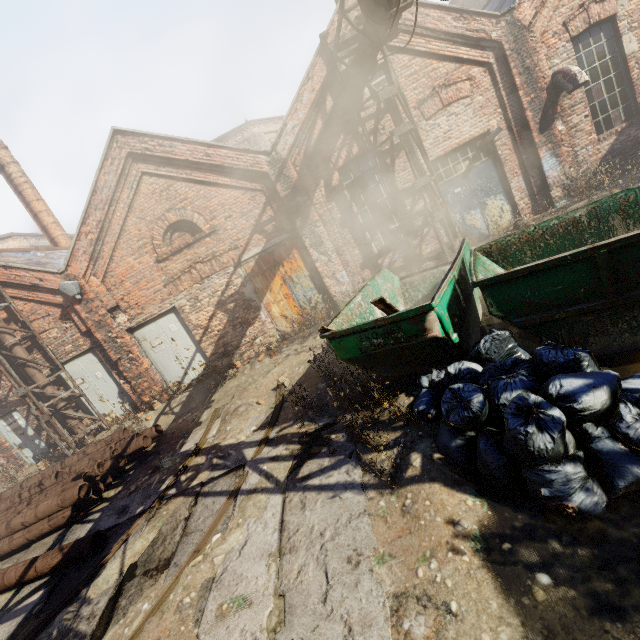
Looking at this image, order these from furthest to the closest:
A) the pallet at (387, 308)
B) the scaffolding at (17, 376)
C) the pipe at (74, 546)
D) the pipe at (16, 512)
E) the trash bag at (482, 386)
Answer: the scaffolding at (17, 376) → the pipe at (16, 512) → the pipe at (74, 546) → the pallet at (387, 308) → the trash bag at (482, 386)

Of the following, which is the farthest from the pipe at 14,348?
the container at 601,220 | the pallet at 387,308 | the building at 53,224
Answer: the building at 53,224

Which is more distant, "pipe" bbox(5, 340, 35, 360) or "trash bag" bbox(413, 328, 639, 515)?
"pipe" bbox(5, 340, 35, 360)

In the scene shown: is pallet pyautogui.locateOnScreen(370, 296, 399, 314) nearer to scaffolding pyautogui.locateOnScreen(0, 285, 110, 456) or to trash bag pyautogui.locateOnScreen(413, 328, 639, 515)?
trash bag pyautogui.locateOnScreen(413, 328, 639, 515)

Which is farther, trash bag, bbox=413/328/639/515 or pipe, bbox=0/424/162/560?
pipe, bbox=0/424/162/560

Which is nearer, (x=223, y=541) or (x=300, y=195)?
(x=223, y=541)

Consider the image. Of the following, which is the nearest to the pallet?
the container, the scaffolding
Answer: the container

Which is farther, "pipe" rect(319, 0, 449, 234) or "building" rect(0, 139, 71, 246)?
"building" rect(0, 139, 71, 246)
